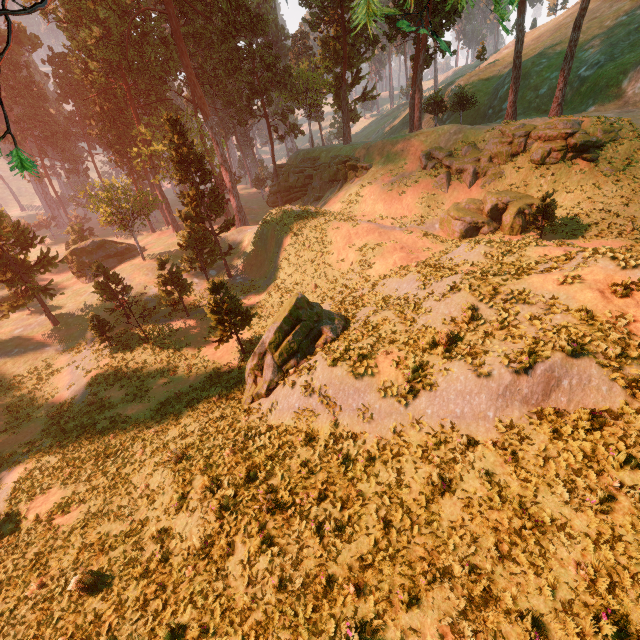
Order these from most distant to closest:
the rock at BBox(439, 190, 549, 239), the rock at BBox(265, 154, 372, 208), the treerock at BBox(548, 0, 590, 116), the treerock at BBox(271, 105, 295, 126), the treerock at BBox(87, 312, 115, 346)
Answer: the treerock at BBox(271, 105, 295, 126), the rock at BBox(265, 154, 372, 208), the treerock at BBox(548, 0, 590, 116), the treerock at BBox(87, 312, 115, 346), the rock at BBox(439, 190, 549, 239)

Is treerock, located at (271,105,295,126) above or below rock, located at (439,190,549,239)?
above

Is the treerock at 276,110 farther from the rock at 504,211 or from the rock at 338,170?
the rock at 504,211

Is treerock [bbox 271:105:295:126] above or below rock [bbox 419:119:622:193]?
above

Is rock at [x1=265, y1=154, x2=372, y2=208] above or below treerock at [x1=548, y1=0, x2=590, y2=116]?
below

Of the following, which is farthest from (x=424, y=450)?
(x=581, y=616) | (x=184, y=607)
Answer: (x=184, y=607)

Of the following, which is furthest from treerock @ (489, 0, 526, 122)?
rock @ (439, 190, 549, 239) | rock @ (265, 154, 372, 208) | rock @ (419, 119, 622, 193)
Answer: rock @ (439, 190, 549, 239)

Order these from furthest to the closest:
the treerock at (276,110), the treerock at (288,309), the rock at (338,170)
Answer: the treerock at (276,110) → the rock at (338,170) → the treerock at (288,309)
